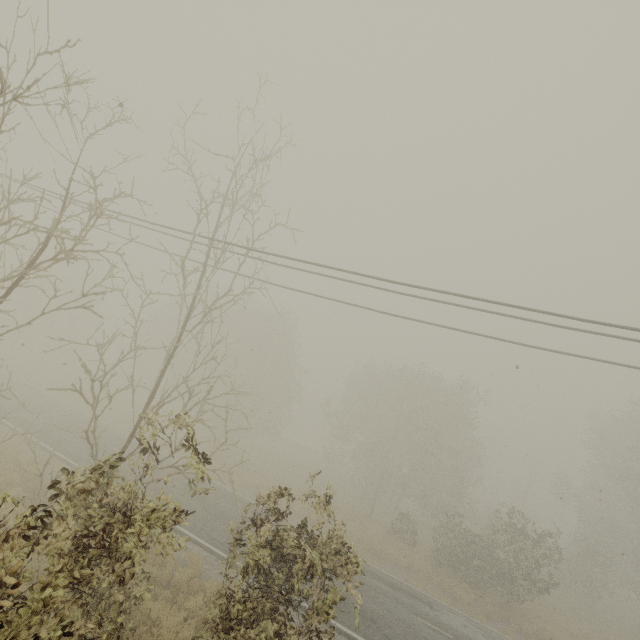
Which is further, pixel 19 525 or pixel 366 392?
pixel 366 392
